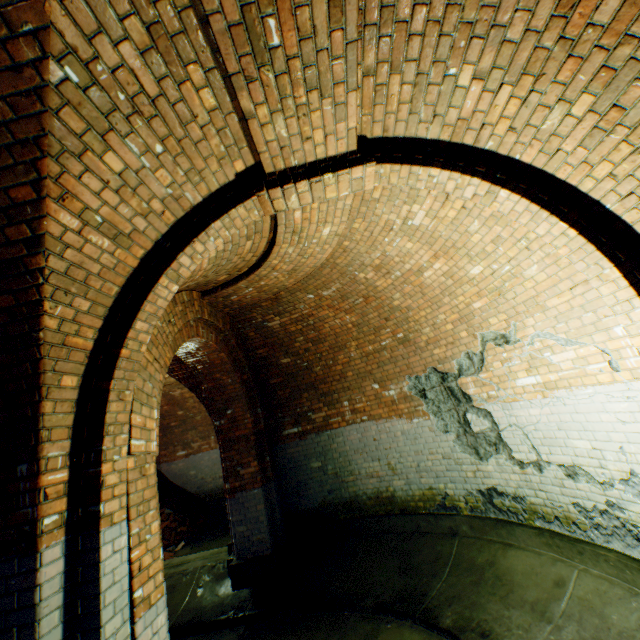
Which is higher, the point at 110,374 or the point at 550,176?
the point at 550,176

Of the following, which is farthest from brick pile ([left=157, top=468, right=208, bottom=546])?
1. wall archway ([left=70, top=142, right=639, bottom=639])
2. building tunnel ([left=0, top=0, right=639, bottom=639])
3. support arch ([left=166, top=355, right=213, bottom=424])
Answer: wall archway ([left=70, top=142, right=639, bottom=639])

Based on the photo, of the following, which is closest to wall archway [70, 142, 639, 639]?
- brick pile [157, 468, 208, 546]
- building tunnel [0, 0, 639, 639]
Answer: building tunnel [0, 0, 639, 639]

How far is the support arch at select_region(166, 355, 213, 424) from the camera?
6.7m

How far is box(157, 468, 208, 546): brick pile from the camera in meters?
9.7

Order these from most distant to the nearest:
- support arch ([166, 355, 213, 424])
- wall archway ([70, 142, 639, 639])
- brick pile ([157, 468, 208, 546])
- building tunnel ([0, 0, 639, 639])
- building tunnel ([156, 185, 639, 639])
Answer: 1. brick pile ([157, 468, 208, 546])
2. support arch ([166, 355, 213, 424])
3. building tunnel ([156, 185, 639, 639])
4. wall archway ([70, 142, 639, 639])
5. building tunnel ([0, 0, 639, 639])

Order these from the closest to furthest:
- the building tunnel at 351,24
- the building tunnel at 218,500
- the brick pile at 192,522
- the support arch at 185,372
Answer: the building tunnel at 351,24
the building tunnel at 218,500
the support arch at 185,372
the brick pile at 192,522

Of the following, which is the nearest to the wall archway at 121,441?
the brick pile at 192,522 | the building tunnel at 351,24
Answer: the building tunnel at 351,24
